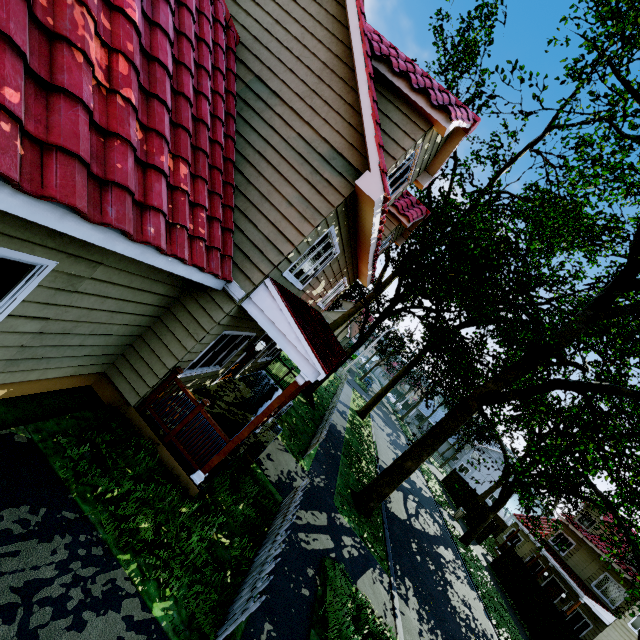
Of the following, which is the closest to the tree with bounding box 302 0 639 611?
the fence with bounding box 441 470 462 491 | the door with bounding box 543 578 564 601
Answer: the fence with bounding box 441 470 462 491

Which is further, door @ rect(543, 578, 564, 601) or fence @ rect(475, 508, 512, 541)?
fence @ rect(475, 508, 512, 541)

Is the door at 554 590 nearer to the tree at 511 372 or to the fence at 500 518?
the tree at 511 372

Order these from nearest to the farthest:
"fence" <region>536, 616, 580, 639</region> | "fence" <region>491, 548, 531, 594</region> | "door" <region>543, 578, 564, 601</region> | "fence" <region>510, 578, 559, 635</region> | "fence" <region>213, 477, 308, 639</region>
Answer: "fence" <region>213, 477, 308, 639</region> < "fence" <region>536, 616, 580, 639</region> < "fence" <region>510, 578, 559, 635</region> < "fence" <region>491, 548, 531, 594</region> < "door" <region>543, 578, 564, 601</region>

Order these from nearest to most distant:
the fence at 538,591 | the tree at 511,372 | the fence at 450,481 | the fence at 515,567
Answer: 1. the tree at 511,372
2. the fence at 538,591
3. the fence at 515,567
4. the fence at 450,481

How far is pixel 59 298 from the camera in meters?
4.0

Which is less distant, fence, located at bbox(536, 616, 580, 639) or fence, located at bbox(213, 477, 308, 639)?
fence, located at bbox(213, 477, 308, 639)

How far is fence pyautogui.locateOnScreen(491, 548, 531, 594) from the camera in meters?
20.3
